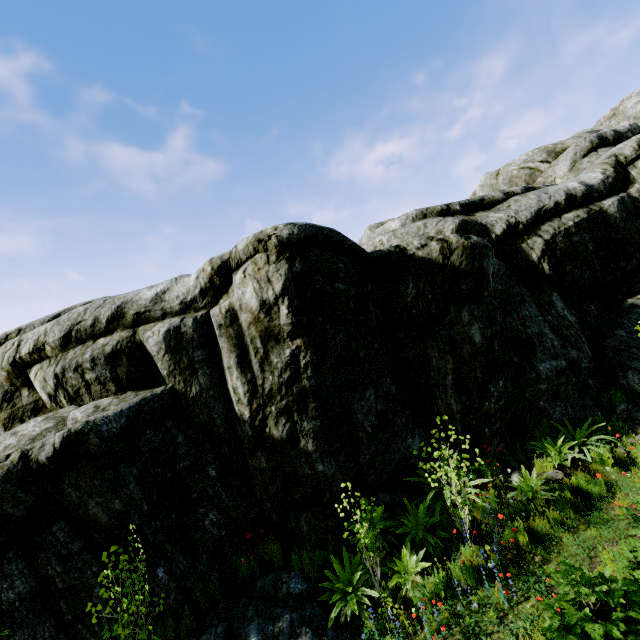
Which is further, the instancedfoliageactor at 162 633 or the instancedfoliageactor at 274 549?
the instancedfoliageactor at 274 549

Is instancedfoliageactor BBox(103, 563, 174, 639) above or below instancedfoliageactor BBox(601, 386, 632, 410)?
below

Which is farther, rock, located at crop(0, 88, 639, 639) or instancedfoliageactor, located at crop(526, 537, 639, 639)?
rock, located at crop(0, 88, 639, 639)

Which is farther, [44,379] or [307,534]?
[44,379]

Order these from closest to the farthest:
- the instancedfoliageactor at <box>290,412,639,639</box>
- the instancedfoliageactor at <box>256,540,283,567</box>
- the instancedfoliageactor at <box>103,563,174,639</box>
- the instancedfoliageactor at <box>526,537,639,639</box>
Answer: the instancedfoliageactor at <box>526,537,639,639</box>, the instancedfoliageactor at <box>103,563,174,639</box>, the instancedfoliageactor at <box>290,412,639,639</box>, the instancedfoliageactor at <box>256,540,283,567</box>

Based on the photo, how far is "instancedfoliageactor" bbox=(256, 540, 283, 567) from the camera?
7.01m

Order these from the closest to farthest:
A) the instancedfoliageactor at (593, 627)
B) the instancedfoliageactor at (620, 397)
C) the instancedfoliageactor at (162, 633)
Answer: the instancedfoliageactor at (593, 627) < the instancedfoliageactor at (162, 633) < the instancedfoliageactor at (620, 397)
